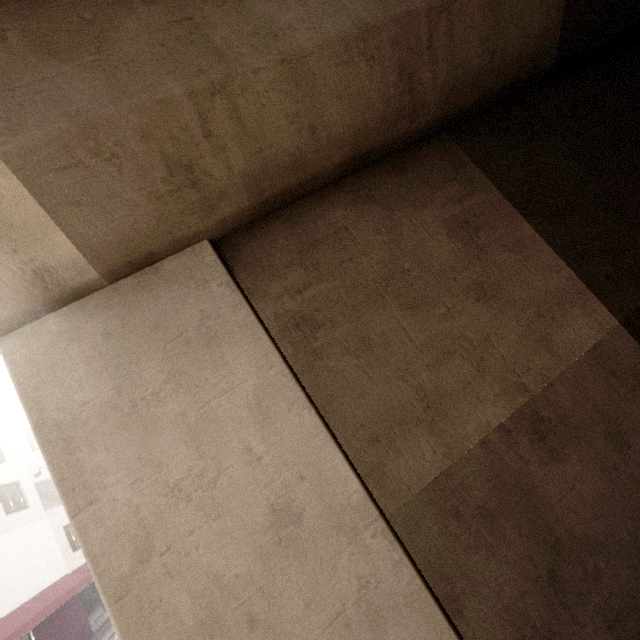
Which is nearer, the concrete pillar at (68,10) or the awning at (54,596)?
the concrete pillar at (68,10)

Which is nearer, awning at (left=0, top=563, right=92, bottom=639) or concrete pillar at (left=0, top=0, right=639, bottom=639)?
concrete pillar at (left=0, top=0, right=639, bottom=639)

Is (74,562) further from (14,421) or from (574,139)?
(574,139)
